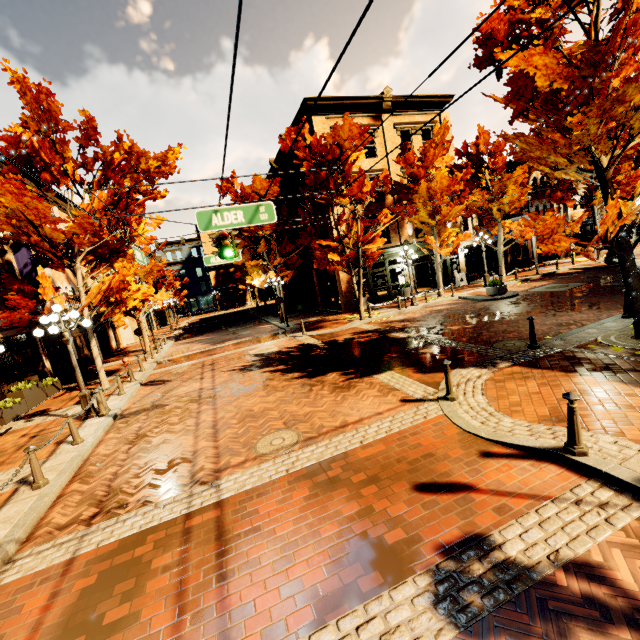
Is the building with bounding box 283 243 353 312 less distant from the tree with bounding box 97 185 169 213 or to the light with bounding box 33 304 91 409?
the tree with bounding box 97 185 169 213

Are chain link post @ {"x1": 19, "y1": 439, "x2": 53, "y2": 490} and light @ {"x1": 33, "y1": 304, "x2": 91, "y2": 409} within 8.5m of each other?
yes

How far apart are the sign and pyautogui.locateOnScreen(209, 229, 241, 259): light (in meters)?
3.28

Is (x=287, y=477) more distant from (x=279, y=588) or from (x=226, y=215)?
(x=226, y=215)

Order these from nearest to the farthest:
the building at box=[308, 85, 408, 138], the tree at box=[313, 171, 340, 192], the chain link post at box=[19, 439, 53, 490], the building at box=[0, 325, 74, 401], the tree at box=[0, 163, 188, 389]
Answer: the chain link post at box=[19, 439, 53, 490] < the tree at box=[0, 163, 188, 389] < the building at box=[0, 325, 74, 401] < the tree at box=[313, 171, 340, 192] < the building at box=[308, 85, 408, 138]

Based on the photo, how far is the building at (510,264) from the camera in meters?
27.5

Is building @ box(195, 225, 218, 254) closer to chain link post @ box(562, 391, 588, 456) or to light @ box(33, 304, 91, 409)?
chain link post @ box(562, 391, 588, 456)

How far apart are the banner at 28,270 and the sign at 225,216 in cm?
1360
